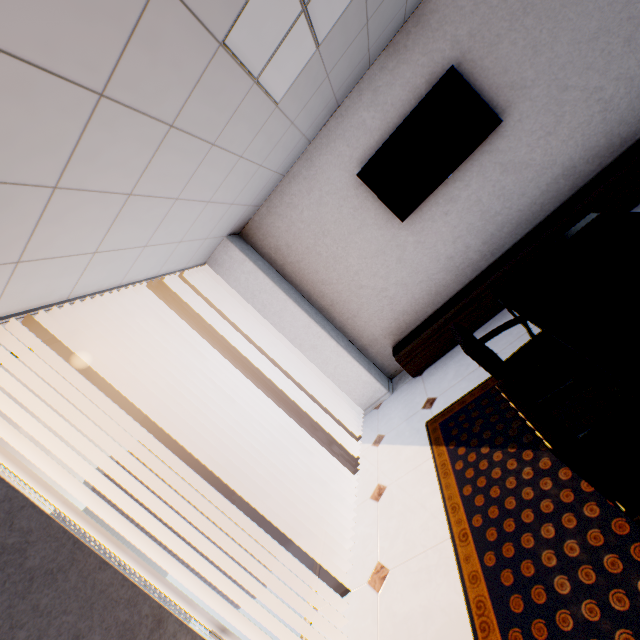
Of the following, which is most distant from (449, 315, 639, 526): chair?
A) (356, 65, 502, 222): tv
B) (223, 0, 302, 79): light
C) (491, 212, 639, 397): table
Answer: (356, 65, 502, 222): tv

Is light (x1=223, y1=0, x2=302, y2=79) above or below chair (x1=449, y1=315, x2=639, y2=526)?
above

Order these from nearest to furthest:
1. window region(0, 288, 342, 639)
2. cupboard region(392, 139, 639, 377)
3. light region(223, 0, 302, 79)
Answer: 1. light region(223, 0, 302, 79)
2. window region(0, 288, 342, 639)
3. cupboard region(392, 139, 639, 377)

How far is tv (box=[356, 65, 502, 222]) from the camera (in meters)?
3.48

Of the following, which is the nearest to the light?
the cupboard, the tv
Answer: the tv

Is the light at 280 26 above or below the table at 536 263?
above

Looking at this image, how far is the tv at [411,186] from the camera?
3.5 meters

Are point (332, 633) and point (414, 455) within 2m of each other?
yes
